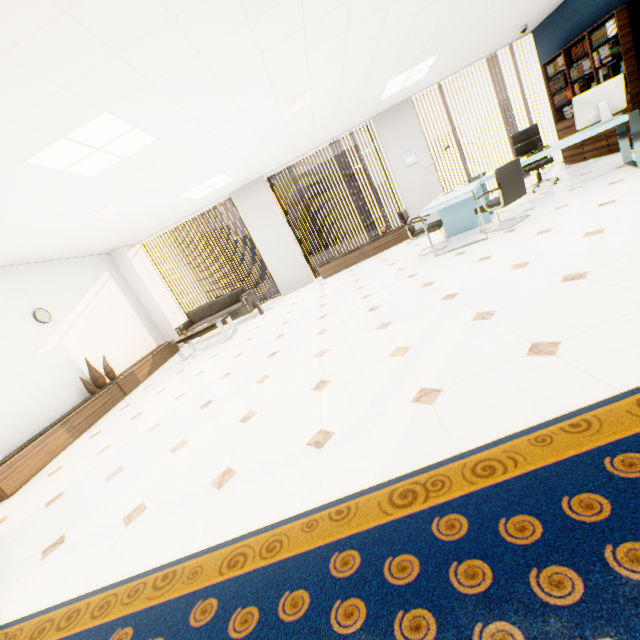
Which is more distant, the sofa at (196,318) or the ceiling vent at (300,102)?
the sofa at (196,318)

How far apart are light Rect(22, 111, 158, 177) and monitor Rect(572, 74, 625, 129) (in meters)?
5.77

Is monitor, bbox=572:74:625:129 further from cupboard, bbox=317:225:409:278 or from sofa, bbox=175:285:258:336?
sofa, bbox=175:285:258:336

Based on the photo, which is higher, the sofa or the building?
the building

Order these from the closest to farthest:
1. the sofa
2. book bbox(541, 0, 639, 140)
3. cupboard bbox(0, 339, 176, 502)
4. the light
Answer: the light → cupboard bbox(0, 339, 176, 502) → book bbox(541, 0, 639, 140) → the sofa

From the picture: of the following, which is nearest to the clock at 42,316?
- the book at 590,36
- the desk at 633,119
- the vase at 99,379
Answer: the vase at 99,379

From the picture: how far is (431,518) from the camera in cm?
130

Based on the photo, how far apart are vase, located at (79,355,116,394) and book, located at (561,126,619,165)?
10.6 meters
